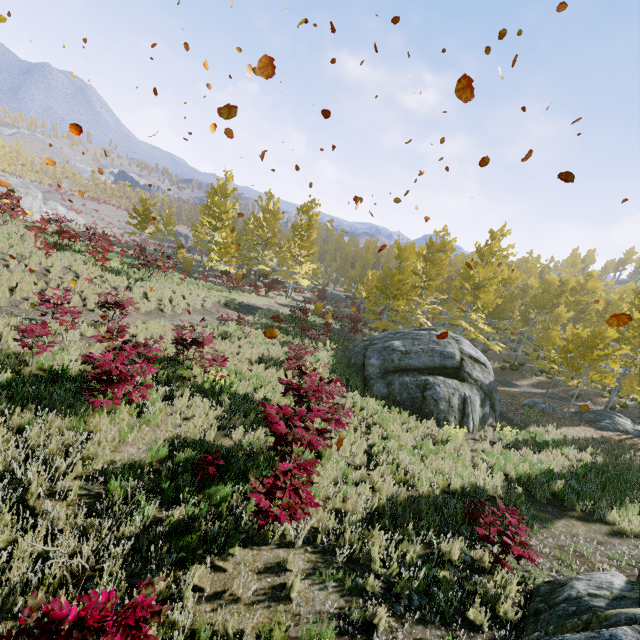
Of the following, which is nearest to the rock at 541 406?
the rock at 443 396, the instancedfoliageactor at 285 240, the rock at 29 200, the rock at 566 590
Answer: the rock at 443 396

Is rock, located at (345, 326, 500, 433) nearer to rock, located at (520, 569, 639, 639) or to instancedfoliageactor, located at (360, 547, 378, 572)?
instancedfoliageactor, located at (360, 547, 378, 572)

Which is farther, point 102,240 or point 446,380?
point 102,240

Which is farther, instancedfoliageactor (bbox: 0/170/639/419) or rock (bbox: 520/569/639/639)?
instancedfoliageactor (bbox: 0/170/639/419)

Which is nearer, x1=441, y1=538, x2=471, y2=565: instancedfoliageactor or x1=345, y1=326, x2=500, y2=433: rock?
x1=441, y1=538, x2=471, y2=565: instancedfoliageactor

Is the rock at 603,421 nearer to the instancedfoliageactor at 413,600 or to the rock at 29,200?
the instancedfoliageactor at 413,600

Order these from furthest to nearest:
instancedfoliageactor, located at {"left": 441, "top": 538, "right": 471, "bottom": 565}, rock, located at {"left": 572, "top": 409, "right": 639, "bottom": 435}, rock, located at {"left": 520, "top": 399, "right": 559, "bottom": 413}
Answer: rock, located at {"left": 520, "top": 399, "right": 559, "bottom": 413}, rock, located at {"left": 572, "top": 409, "right": 639, "bottom": 435}, instancedfoliageactor, located at {"left": 441, "top": 538, "right": 471, "bottom": 565}

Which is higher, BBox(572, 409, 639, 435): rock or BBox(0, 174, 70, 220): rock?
BBox(0, 174, 70, 220): rock
